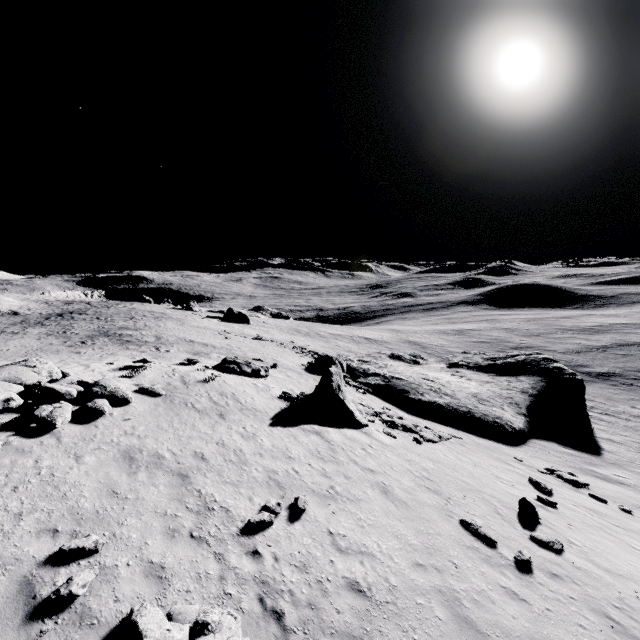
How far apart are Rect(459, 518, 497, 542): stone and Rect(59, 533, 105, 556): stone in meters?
10.1

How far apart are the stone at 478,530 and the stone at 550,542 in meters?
1.6 m

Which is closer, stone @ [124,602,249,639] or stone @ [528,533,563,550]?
stone @ [124,602,249,639]

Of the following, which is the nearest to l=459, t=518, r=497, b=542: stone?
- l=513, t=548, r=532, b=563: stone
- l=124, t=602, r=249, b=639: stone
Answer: l=513, t=548, r=532, b=563: stone

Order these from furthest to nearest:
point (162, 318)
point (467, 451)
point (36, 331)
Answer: point (162, 318), point (36, 331), point (467, 451)

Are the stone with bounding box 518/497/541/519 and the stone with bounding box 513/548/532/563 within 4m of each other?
yes

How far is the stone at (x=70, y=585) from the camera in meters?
5.6

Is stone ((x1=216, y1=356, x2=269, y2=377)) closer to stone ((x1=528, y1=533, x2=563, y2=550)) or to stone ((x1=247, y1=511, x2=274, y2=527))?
stone ((x1=247, y1=511, x2=274, y2=527))
